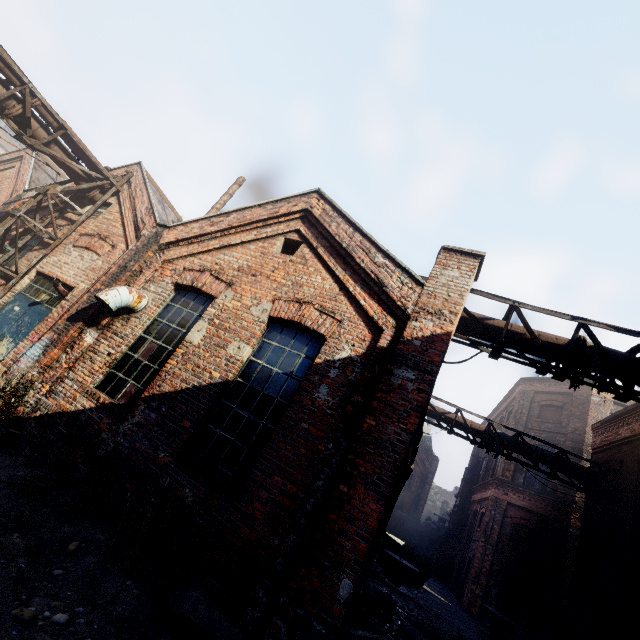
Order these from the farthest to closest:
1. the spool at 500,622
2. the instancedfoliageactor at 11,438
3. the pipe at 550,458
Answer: the spool at 500,622
the pipe at 550,458
the instancedfoliageactor at 11,438

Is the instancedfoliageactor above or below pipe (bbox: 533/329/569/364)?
below

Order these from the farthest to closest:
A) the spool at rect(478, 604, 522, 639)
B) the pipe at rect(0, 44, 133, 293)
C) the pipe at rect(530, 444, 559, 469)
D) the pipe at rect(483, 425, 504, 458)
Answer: the spool at rect(478, 604, 522, 639) → the pipe at rect(483, 425, 504, 458) → the pipe at rect(530, 444, 559, 469) → the pipe at rect(0, 44, 133, 293)

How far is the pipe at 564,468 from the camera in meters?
11.0

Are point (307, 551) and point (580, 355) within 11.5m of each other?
yes

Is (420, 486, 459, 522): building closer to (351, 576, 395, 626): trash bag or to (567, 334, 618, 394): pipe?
(351, 576, 395, 626): trash bag

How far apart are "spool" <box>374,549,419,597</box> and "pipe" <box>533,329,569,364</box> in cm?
1107

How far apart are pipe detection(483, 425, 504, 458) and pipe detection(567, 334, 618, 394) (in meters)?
6.64
